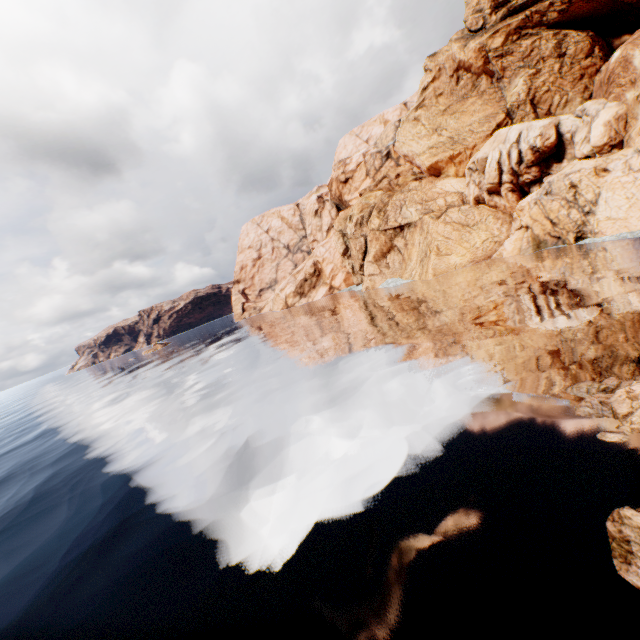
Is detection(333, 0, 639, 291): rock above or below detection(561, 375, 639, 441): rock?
above

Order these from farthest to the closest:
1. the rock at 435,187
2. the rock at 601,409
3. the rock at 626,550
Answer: the rock at 435,187, the rock at 601,409, the rock at 626,550

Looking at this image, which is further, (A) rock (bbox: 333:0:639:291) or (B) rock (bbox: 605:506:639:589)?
(A) rock (bbox: 333:0:639:291)

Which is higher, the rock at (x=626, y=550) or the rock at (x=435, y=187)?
the rock at (x=435, y=187)

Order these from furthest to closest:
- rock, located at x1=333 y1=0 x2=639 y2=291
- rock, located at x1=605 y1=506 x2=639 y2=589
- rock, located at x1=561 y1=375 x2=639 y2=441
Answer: rock, located at x1=333 y1=0 x2=639 y2=291 → rock, located at x1=561 y1=375 x2=639 y2=441 → rock, located at x1=605 y1=506 x2=639 y2=589

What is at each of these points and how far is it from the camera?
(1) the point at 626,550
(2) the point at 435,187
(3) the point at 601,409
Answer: (1) rock, 5.37m
(2) rock, 49.16m
(3) rock, 8.66m
